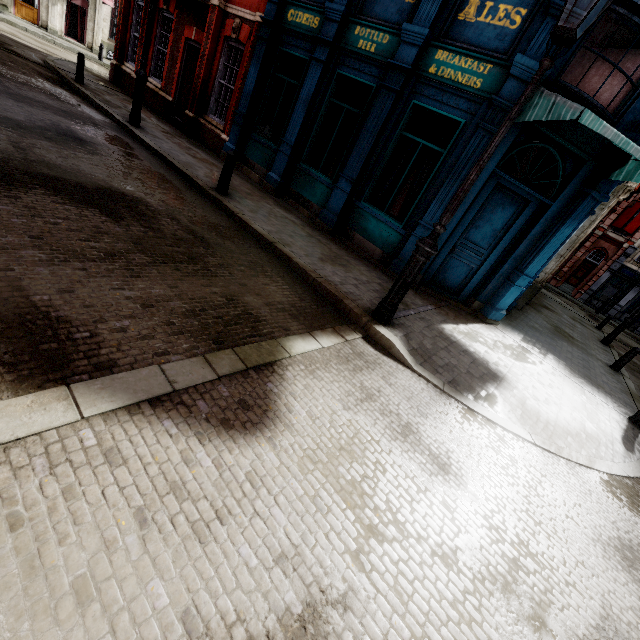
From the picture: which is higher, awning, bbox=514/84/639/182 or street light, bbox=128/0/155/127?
awning, bbox=514/84/639/182

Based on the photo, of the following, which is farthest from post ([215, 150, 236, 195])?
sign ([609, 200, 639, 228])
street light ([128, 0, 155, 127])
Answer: sign ([609, 200, 639, 228])

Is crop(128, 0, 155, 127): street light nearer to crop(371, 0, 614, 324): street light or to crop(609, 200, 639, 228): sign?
crop(371, 0, 614, 324): street light

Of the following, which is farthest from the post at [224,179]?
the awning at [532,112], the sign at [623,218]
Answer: the sign at [623,218]

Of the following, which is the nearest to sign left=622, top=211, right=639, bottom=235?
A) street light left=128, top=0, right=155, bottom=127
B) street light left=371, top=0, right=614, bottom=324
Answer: street light left=371, top=0, right=614, bottom=324

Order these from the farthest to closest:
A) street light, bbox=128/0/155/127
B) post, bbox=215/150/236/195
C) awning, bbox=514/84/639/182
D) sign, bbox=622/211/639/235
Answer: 1. sign, bbox=622/211/639/235
2. street light, bbox=128/0/155/127
3. post, bbox=215/150/236/195
4. awning, bbox=514/84/639/182

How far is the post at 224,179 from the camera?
7.11m

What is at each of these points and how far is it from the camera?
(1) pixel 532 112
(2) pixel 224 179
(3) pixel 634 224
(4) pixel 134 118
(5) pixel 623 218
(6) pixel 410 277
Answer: (1) awning, 5.7 meters
(2) post, 7.3 meters
(3) sign, 28.1 meters
(4) street light, 9.6 meters
(5) sign, 28.5 meters
(6) street light, 4.8 meters
